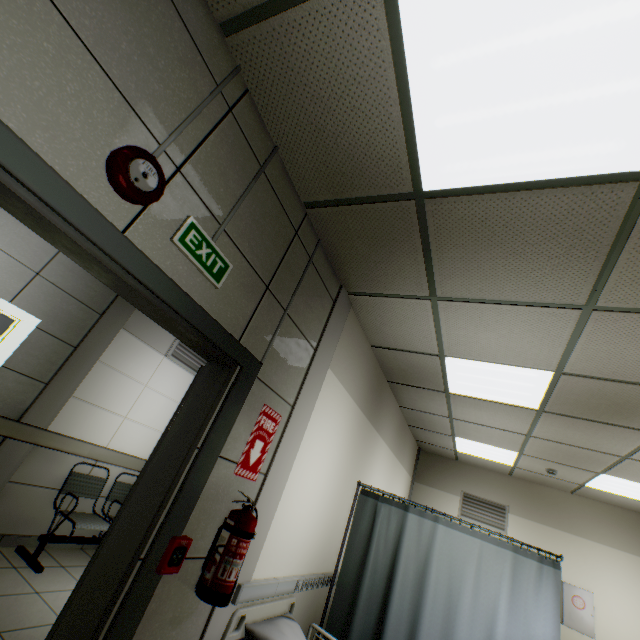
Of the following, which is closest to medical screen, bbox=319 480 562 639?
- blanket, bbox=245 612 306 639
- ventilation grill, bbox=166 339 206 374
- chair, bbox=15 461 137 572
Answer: blanket, bbox=245 612 306 639

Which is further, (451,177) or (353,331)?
(353,331)

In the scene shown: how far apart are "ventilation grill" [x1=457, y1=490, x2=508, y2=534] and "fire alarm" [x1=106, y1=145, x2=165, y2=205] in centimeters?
772cm

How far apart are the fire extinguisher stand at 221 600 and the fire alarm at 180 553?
0.2 meters

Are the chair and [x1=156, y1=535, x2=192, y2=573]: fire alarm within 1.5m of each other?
no

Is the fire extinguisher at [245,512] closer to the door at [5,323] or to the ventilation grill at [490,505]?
the door at [5,323]

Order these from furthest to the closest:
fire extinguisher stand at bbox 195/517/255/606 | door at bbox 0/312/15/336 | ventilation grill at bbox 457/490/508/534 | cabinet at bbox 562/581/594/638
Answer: ventilation grill at bbox 457/490/508/534 → cabinet at bbox 562/581/594/638 → door at bbox 0/312/15/336 → fire extinguisher stand at bbox 195/517/255/606

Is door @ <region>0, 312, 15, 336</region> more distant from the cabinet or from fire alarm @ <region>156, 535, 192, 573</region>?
the cabinet
